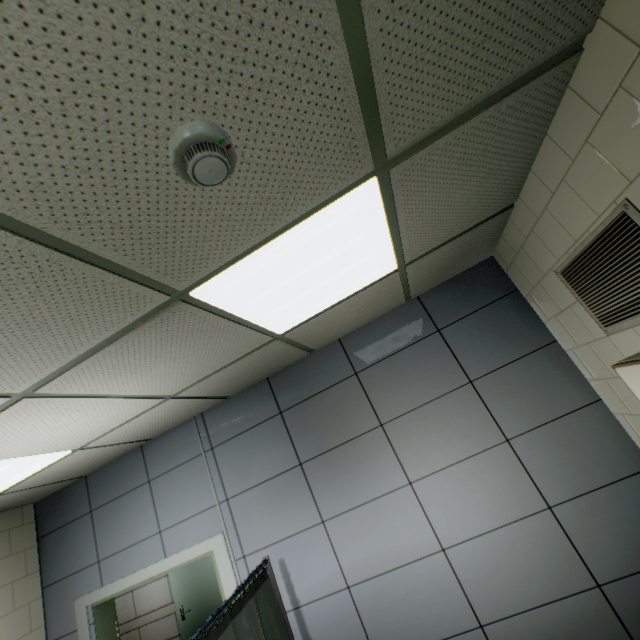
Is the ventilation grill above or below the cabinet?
above

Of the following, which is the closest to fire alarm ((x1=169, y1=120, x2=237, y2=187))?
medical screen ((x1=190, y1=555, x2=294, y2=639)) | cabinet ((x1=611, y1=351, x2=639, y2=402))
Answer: cabinet ((x1=611, y1=351, x2=639, y2=402))

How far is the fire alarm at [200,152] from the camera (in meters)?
0.80

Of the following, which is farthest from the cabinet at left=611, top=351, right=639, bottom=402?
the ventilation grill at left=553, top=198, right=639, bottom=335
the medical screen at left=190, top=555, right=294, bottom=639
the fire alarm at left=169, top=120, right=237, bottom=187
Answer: the medical screen at left=190, top=555, right=294, bottom=639

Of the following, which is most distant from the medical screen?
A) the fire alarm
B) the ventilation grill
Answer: the ventilation grill

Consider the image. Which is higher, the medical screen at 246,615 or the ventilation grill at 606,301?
the ventilation grill at 606,301

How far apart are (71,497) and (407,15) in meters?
4.9 m

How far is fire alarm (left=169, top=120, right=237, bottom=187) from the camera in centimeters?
80cm
